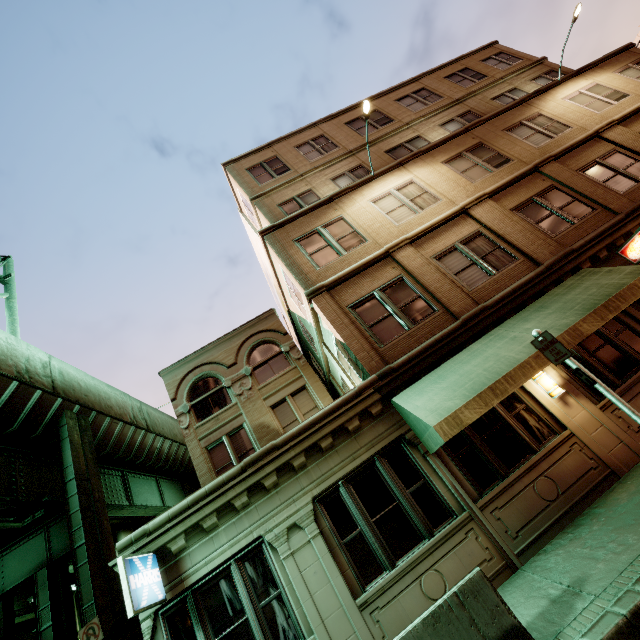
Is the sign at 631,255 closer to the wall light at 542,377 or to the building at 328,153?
the building at 328,153

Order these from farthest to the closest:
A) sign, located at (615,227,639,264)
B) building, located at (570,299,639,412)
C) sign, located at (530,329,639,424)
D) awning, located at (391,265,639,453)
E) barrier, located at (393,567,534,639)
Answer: sign, located at (615,227,639,264) < building, located at (570,299,639,412) < awning, located at (391,265,639,453) < sign, located at (530,329,639,424) < barrier, located at (393,567,534,639)

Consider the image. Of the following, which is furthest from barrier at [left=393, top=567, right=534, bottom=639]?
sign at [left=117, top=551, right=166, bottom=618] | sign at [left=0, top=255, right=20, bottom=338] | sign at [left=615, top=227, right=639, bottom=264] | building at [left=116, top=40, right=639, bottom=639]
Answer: sign at [left=0, top=255, right=20, bottom=338]

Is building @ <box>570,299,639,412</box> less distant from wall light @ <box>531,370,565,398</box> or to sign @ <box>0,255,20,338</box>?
wall light @ <box>531,370,565,398</box>

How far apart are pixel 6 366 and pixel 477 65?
27.8 meters

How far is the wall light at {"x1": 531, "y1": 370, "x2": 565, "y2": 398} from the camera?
7.83m

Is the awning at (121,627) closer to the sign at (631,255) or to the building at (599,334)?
the building at (599,334)

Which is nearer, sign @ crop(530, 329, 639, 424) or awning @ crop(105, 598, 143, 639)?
sign @ crop(530, 329, 639, 424)
